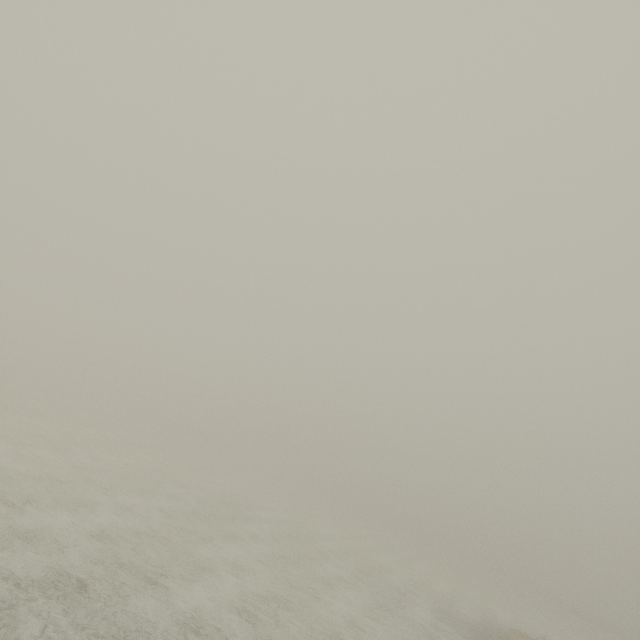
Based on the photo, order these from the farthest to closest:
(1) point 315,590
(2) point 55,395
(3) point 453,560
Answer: (3) point 453,560, (2) point 55,395, (1) point 315,590
